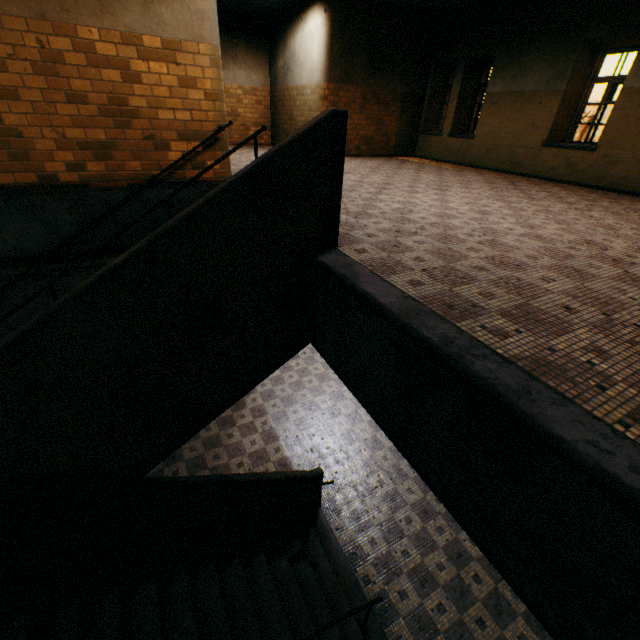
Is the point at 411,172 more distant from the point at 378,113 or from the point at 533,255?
the point at 533,255
